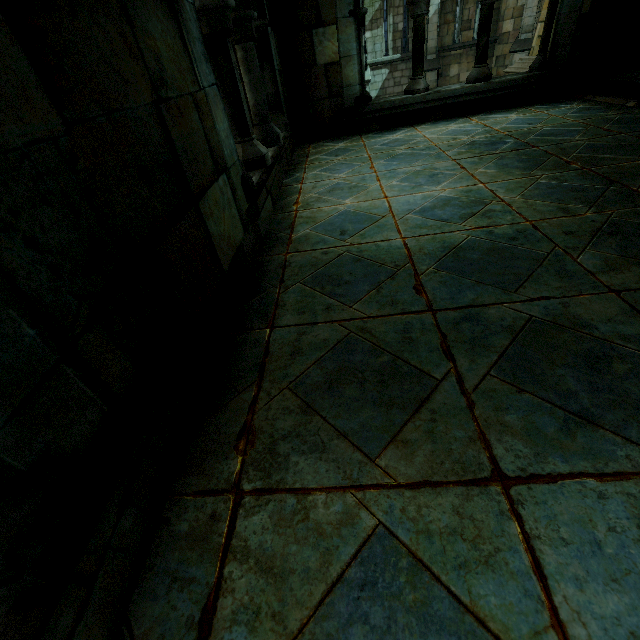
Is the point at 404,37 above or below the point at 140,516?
above
